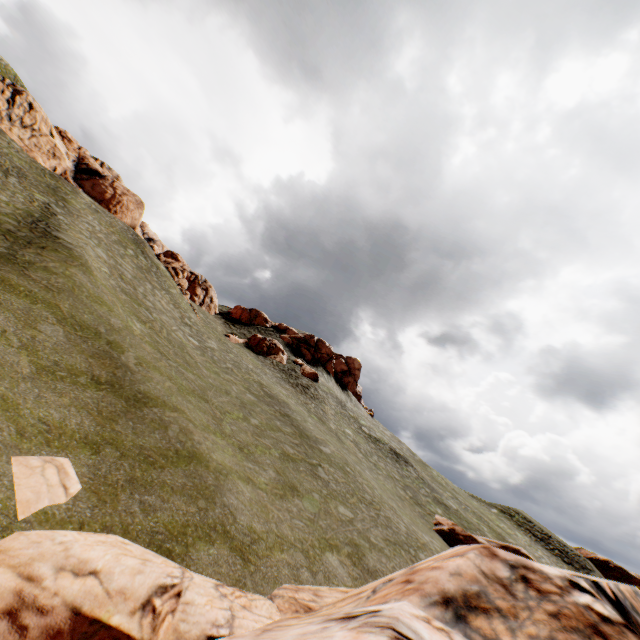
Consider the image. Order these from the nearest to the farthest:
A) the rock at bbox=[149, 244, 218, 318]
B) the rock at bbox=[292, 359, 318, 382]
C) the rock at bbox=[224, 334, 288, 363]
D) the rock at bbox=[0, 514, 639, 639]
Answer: the rock at bbox=[0, 514, 639, 639]
the rock at bbox=[149, 244, 218, 318]
the rock at bbox=[292, 359, 318, 382]
the rock at bbox=[224, 334, 288, 363]

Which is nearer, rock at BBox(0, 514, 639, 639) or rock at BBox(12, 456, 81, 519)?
rock at BBox(0, 514, 639, 639)

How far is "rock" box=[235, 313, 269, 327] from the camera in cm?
5894

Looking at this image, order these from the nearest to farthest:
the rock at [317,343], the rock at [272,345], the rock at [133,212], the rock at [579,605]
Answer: the rock at [579,605], the rock at [133,212], the rock at [272,345], the rock at [317,343]

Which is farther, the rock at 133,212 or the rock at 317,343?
the rock at 317,343

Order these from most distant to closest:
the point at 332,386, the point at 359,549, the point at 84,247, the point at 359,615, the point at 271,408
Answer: the point at 332,386 < the point at 271,408 < the point at 84,247 < the point at 359,549 < the point at 359,615

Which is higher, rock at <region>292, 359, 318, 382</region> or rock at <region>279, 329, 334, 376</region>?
rock at <region>279, 329, 334, 376</region>
